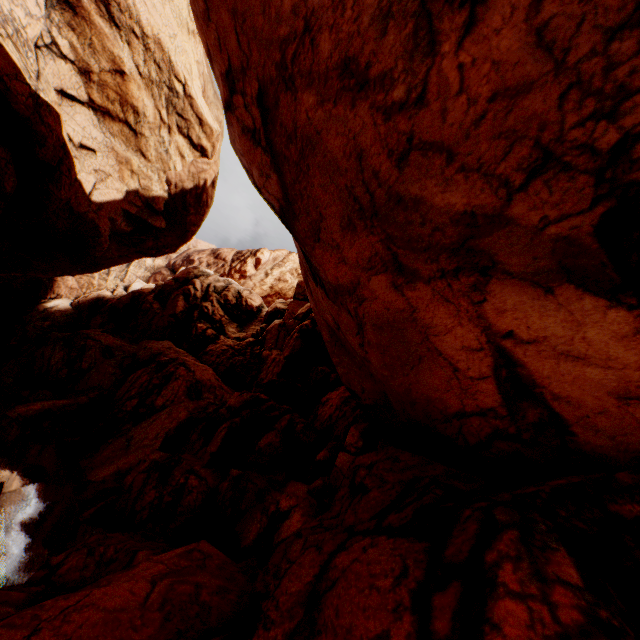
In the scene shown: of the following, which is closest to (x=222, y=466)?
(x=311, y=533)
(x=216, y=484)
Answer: (x=216, y=484)
